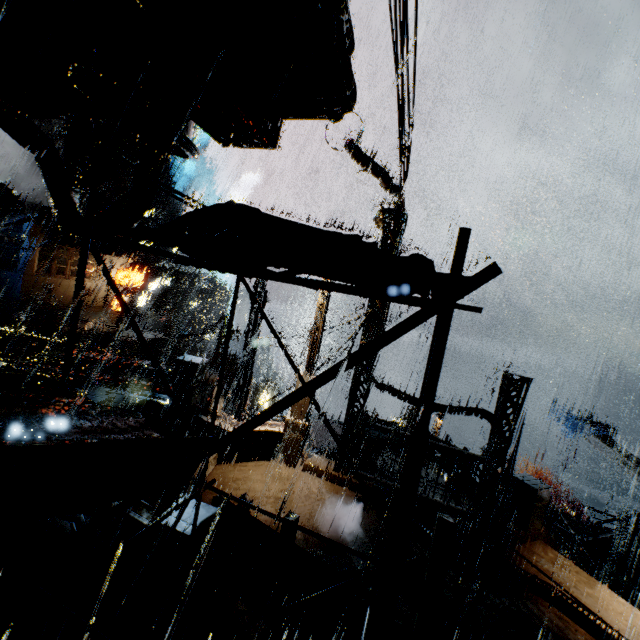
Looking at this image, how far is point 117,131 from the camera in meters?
5.2 m

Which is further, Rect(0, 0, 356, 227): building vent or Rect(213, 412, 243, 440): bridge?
Rect(213, 412, 243, 440): bridge

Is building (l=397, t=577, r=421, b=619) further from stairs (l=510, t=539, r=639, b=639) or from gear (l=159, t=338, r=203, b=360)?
gear (l=159, t=338, r=203, b=360)

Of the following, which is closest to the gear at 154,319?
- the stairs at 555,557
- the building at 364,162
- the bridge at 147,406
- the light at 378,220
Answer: the building at 364,162

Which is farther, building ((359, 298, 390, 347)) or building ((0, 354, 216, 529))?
building ((359, 298, 390, 347))

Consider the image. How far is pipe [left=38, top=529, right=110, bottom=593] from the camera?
3.6m

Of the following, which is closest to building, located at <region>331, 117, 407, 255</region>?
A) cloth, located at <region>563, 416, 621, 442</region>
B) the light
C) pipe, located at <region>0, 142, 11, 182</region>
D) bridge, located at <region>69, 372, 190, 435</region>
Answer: bridge, located at <region>69, 372, 190, 435</region>

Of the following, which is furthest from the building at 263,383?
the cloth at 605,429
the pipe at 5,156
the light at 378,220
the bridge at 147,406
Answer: the cloth at 605,429
